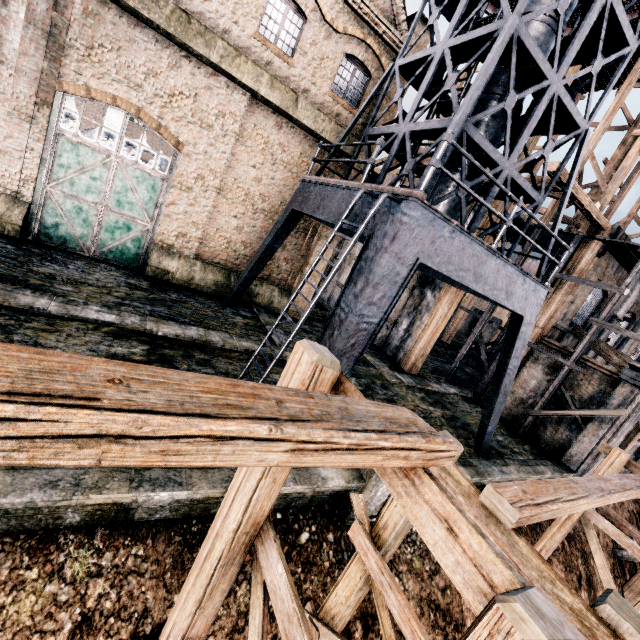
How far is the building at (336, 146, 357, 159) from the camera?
16.2m

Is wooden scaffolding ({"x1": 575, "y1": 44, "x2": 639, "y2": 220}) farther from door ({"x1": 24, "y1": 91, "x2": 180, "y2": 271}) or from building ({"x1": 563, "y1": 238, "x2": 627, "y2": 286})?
door ({"x1": 24, "y1": 91, "x2": 180, "y2": 271})

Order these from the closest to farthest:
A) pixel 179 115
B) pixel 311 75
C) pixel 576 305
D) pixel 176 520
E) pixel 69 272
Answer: pixel 176 520 < pixel 69 272 < pixel 179 115 < pixel 311 75 < pixel 576 305

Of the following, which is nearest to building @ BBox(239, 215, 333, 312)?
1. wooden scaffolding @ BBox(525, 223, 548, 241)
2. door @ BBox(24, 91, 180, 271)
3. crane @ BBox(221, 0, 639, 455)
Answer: door @ BBox(24, 91, 180, 271)

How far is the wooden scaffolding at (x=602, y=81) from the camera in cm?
2087

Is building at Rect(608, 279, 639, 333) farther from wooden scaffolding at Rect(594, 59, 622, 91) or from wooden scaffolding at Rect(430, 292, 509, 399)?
wooden scaffolding at Rect(430, 292, 509, 399)

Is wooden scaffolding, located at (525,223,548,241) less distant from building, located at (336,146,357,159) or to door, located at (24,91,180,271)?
building, located at (336,146,357,159)

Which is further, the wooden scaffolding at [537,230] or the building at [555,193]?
the wooden scaffolding at [537,230]
